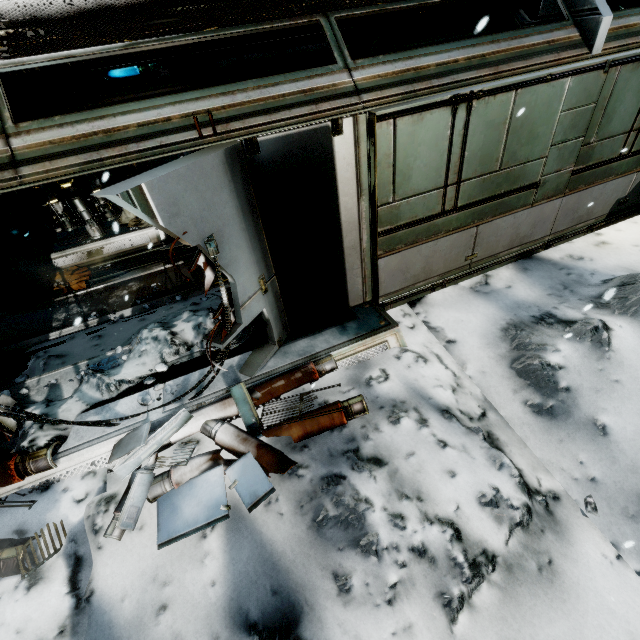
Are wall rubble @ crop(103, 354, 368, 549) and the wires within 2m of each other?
yes

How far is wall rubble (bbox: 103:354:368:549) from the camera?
3.30m

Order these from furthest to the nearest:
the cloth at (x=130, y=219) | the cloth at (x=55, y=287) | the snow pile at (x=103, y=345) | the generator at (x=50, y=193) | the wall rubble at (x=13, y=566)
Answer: the cloth at (x=130, y=219) < the generator at (x=50, y=193) < the cloth at (x=55, y=287) < the snow pile at (x=103, y=345) < the wall rubble at (x=13, y=566)

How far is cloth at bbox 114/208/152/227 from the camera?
9.49m

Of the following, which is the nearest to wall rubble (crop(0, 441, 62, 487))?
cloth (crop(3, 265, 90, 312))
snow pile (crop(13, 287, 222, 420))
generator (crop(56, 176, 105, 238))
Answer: snow pile (crop(13, 287, 222, 420))

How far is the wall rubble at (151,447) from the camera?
3.3 meters

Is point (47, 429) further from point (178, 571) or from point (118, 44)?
point (118, 44)

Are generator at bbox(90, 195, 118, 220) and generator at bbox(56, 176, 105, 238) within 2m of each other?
yes
